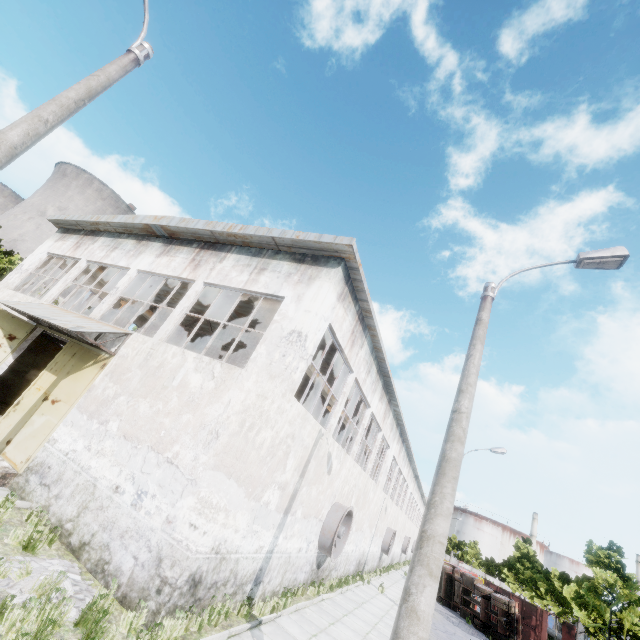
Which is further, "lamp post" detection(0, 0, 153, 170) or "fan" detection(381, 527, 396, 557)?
"fan" detection(381, 527, 396, 557)

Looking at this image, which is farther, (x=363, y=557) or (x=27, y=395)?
(x=363, y=557)

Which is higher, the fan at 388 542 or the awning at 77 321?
the awning at 77 321

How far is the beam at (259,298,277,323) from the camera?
11.9 meters

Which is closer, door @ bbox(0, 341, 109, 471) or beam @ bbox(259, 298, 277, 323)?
door @ bbox(0, 341, 109, 471)

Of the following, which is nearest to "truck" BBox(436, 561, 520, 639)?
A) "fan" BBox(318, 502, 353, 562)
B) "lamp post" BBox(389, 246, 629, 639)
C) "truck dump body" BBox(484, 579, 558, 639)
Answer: "truck dump body" BBox(484, 579, 558, 639)

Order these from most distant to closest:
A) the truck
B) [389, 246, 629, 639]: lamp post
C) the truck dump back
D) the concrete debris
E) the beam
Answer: the truck dump back < the truck < the beam < the concrete debris < [389, 246, 629, 639]: lamp post

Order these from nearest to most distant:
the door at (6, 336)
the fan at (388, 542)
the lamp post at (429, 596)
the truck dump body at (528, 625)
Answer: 1. the lamp post at (429, 596)
2. the door at (6, 336)
3. the truck dump body at (528, 625)
4. the fan at (388, 542)
